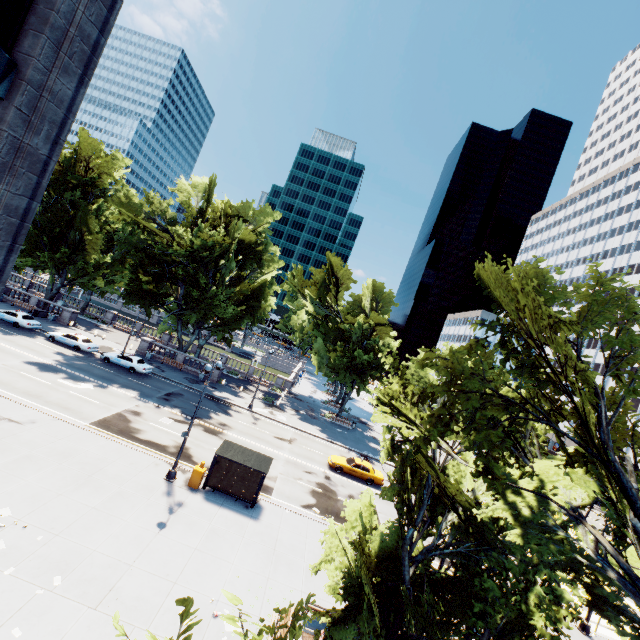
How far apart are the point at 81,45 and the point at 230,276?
31.71m

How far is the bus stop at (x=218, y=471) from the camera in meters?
19.0

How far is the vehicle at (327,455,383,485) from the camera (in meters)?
28.78

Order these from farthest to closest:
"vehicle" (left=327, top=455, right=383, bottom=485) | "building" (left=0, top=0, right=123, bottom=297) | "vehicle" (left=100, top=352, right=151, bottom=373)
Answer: "vehicle" (left=100, top=352, right=151, bottom=373) → "vehicle" (left=327, top=455, right=383, bottom=485) → "building" (left=0, top=0, right=123, bottom=297)

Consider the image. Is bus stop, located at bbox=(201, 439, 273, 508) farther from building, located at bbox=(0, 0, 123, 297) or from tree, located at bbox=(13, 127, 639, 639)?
building, located at bbox=(0, 0, 123, 297)

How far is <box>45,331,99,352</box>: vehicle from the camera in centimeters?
3456cm

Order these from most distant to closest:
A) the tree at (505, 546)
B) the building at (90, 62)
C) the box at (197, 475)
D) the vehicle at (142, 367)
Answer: the vehicle at (142, 367) → the box at (197, 475) → the building at (90, 62) → the tree at (505, 546)
